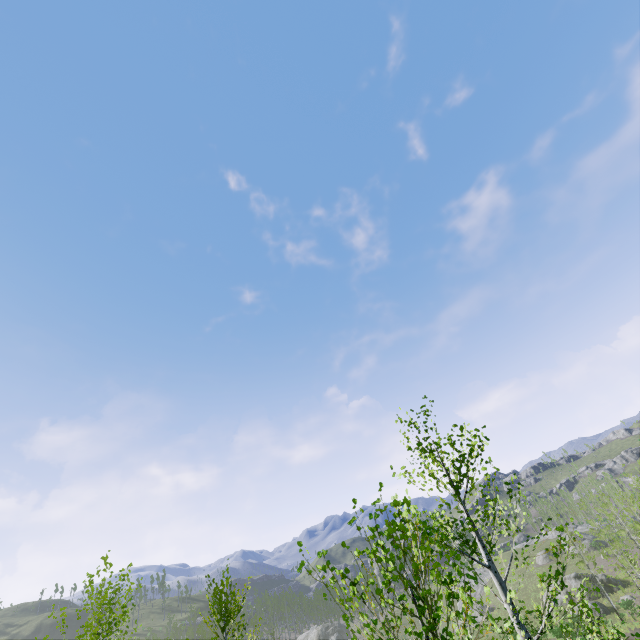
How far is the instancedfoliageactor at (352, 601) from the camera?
3.3m

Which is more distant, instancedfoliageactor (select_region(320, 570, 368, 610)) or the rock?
the rock

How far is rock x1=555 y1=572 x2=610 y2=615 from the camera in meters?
40.1 m

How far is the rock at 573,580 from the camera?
40.1 meters

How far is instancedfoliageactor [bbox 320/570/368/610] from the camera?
3.3 meters

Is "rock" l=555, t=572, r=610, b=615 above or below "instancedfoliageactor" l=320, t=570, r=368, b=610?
below

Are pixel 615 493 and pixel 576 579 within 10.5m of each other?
no
